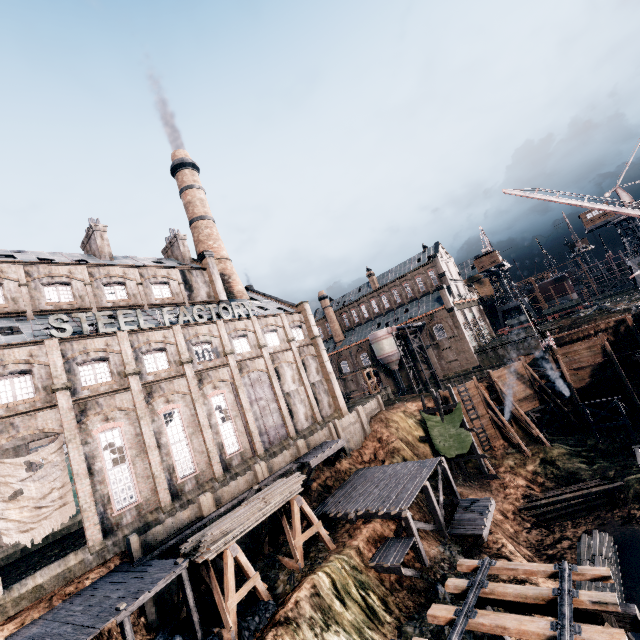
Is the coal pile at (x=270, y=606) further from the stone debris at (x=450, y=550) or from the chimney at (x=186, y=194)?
the chimney at (x=186, y=194)

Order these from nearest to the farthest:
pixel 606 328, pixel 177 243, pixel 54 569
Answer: pixel 54 569
pixel 606 328
pixel 177 243

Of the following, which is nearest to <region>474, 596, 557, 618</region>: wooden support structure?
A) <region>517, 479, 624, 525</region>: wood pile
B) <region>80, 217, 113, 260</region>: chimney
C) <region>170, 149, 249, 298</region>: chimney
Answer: <region>517, 479, 624, 525</region>: wood pile

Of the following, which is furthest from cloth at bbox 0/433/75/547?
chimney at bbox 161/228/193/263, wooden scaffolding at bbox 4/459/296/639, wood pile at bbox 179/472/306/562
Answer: chimney at bbox 161/228/193/263

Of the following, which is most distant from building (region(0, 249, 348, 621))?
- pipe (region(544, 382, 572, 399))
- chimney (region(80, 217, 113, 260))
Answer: pipe (region(544, 382, 572, 399))

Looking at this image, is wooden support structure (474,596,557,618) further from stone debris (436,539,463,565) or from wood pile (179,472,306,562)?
wood pile (179,472,306,562)

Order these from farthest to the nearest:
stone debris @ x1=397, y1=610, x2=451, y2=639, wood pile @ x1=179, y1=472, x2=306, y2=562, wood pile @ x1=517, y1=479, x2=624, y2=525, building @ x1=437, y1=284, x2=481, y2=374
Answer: building @ x1=437, y1=284, x2=481, y2=374 < wood pile @ x1=517, y1=479, x2=624, y2=525 < wood pile @ x1=179, y1=472, x2=306, y2=562 < stone debris @ x1=397, y1=610, x2=451, y2=639

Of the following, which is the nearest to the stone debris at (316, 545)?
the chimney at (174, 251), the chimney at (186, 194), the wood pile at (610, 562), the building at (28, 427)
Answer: the building at (28, 427)
